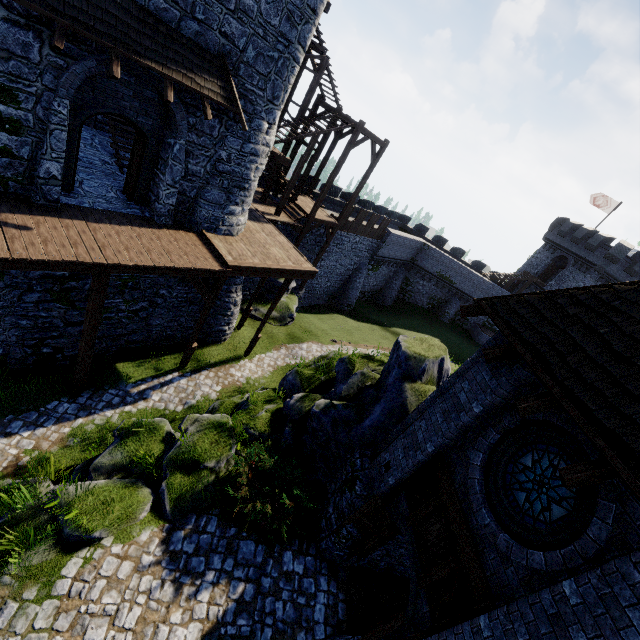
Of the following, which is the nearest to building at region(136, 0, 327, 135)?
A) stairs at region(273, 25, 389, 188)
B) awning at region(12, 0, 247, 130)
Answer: awning at region(12, 0, 247, 130)

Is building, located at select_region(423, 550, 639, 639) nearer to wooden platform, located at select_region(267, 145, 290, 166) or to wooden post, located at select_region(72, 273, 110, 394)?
wooden post, located at select_region(72, 273, 110, 394)

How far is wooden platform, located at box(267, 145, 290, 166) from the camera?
14.6 meters

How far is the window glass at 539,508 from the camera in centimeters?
506cm

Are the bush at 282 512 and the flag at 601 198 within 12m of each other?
no

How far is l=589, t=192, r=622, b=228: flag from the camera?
36.1m

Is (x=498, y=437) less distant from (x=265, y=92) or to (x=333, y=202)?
(x=265, y=92)

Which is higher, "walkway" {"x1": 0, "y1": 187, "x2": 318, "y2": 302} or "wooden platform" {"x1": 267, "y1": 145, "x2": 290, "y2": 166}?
"wooden platform" {"x1": 267, "y1": 145, "x2": 290, "y2": 166}
